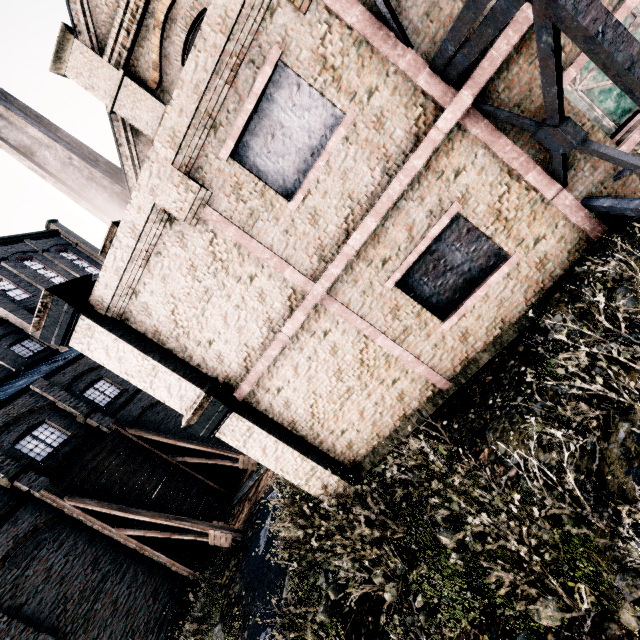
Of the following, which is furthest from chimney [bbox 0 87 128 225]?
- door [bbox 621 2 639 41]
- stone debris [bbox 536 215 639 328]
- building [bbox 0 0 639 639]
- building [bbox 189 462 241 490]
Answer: door [bbox 621 2 639 41]

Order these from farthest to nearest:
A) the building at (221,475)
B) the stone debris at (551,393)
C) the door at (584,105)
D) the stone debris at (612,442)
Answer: the building at (221,475) < the door at (584,105) < the stone debris at (551,393) < the stone debris at (612,442)

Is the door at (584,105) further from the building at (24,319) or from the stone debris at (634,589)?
the stone debris at (634,589)

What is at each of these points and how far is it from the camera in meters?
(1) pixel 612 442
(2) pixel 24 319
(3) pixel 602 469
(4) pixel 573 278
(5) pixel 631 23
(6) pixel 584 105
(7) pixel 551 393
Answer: (1) stone debris, 4.1 m
(2) building, 27.2 m
(3) stone debris, 4.1 m
(4) stone debris, 6.5 m
(5) door, 8.4 m
(6) door, 9.1 m
(7) stone debris, 5.5 m

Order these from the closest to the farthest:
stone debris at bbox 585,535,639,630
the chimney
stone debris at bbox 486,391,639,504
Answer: stone debris at bbox 585,535,639,630 → stone debris at bbox 486,391,639,504 → the chimney

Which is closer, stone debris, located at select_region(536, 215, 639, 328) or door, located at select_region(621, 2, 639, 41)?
stone debris, located at select_region(536, 215, 639, 328)

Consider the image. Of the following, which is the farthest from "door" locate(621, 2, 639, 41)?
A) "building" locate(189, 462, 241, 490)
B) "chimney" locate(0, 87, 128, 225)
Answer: "building" locate(189, 462, 241, 490)
